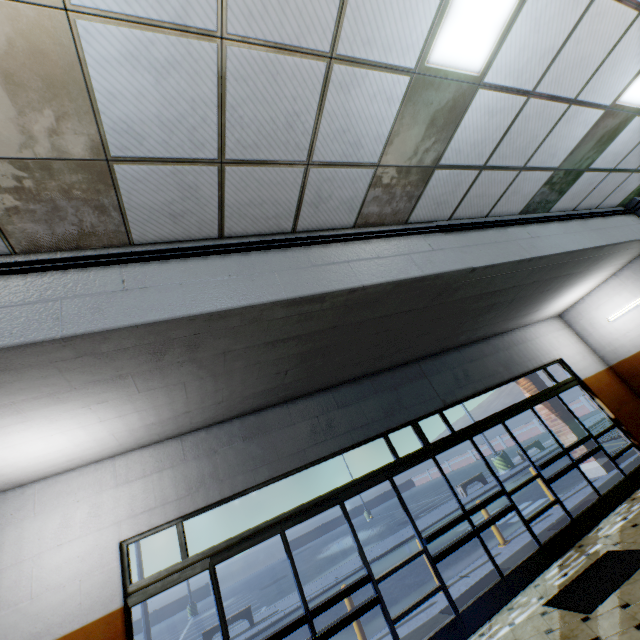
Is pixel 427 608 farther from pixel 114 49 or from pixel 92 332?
pixel 114 49

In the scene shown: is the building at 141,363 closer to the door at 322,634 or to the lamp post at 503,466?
the door at 322,634

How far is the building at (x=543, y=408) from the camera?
9.4 meters

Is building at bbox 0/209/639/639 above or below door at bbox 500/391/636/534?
above

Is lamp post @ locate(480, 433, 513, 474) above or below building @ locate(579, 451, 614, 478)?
above

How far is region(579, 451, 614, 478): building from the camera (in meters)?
8.72

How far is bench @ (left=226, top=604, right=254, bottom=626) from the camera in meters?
11.8 m

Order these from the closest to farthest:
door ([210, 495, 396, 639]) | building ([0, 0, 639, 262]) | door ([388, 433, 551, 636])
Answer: building ([0, 0, 639, 262])
door ([210, 495, 396, 639])
door ([388, 433, 551, 636])
